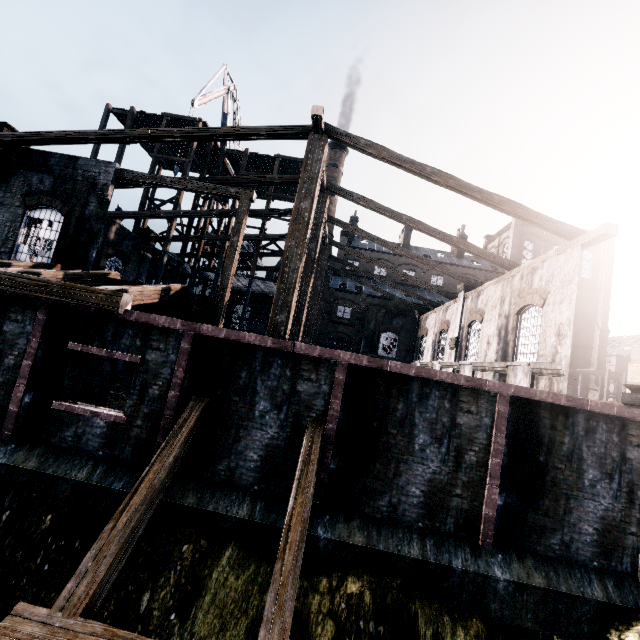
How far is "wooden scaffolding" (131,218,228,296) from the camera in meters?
25.8 m

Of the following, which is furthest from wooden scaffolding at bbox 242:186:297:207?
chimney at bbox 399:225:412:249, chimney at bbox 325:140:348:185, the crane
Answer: chimney at bbox 399:225:412:249

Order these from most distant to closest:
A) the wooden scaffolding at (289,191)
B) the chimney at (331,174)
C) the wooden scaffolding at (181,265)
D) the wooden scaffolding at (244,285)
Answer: the chimney at (331,174)
the wooden scaffolding at (289,191)
the wooden scaffolding at (244,285)
the wooden scaffolding at (181,265)

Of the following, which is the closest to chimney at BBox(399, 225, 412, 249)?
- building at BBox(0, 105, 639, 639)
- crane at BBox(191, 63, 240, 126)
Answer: building at BBox(0, 105, 639, 639)

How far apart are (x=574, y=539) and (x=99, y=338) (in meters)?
14.14

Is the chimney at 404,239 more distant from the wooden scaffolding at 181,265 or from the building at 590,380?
the wooden scaffolding at 181,265

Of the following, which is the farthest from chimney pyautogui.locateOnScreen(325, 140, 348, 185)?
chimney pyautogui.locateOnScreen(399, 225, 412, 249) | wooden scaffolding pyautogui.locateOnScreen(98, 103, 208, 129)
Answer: wooden scaffolding pyautogui.locateOnScreen(98, 103, 208, 129)
